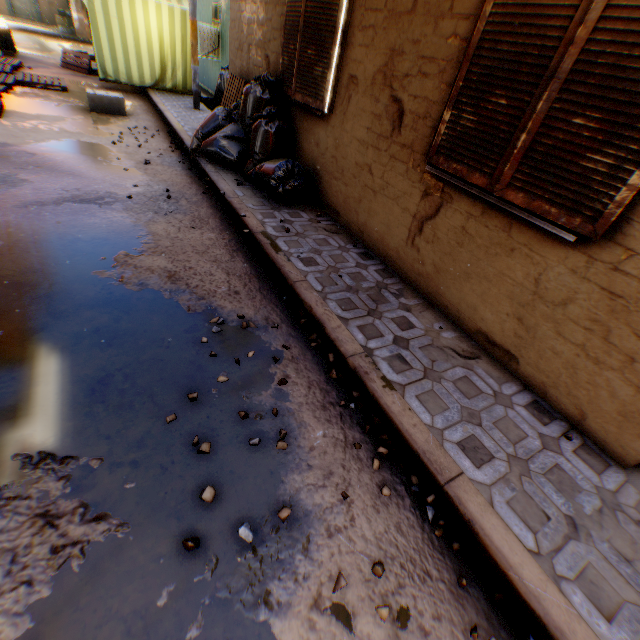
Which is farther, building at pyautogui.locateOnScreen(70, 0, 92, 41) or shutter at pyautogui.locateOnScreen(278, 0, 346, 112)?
building at pyautogui.locateOnScreen(70, 0, 92, 41)

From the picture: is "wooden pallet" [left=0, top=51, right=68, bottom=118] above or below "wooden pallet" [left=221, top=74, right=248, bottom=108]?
below

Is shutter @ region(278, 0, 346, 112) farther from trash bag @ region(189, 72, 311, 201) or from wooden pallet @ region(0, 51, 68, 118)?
wooden pallet @ region(0, 51, 68, 118)

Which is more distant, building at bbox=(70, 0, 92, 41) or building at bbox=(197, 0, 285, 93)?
building at bbox=(70, 0, 92, 41)

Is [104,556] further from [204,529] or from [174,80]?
[174,80]

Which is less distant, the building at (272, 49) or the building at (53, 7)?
the building at (272, 49)

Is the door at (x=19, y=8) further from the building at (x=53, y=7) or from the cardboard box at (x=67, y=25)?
the cardboard box at (x=67, y=25)

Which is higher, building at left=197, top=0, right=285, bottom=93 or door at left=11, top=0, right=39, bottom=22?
building at left=197, top=0, right=285, bottom=93
